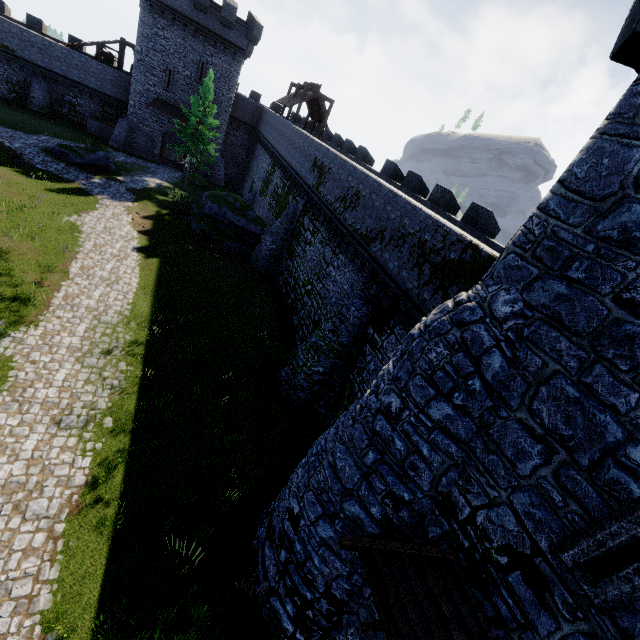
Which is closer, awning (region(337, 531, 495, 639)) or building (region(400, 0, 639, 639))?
building (region(400, 0, 639, 639))

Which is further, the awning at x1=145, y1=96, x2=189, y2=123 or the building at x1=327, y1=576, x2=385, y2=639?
the awning at x1=145, y1=96, x2=189, y2=123

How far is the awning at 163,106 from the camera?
34.50m

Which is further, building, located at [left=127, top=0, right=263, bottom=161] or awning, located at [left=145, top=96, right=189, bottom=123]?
awning, located at [left=145, top=96, right=189, bottom=123]

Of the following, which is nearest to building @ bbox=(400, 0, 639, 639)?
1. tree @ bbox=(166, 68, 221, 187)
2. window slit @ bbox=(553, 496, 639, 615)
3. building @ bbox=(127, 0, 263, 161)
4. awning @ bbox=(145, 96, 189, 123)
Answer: window slit @ bbox=(553, 496, 639, 615)

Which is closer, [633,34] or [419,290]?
[633,34]

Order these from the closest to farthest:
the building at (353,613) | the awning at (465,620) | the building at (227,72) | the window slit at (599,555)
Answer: the window slit at (599,555) → the awning at (465,620) → the building at (353,613) → the building at (227,72)
